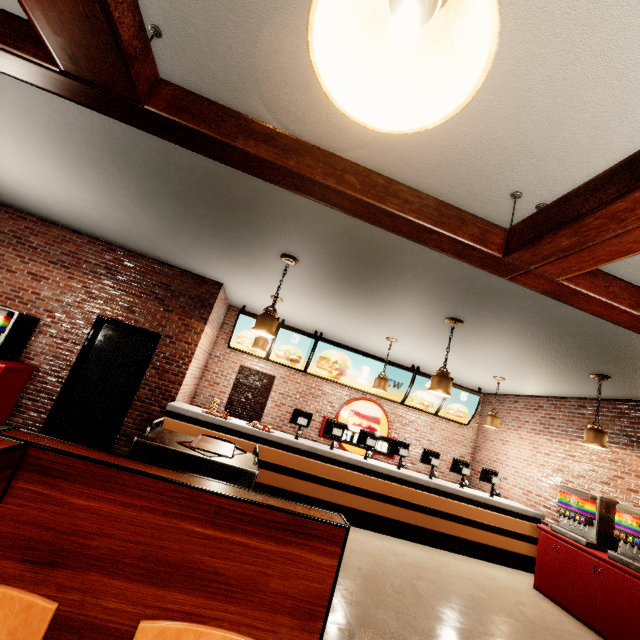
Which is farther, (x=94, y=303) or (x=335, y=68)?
(x=94, y=303)
